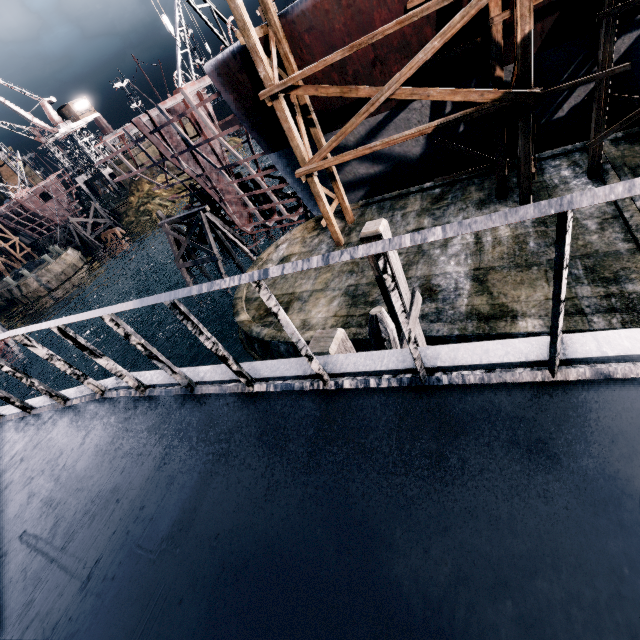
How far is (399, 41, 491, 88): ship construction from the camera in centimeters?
1245cm

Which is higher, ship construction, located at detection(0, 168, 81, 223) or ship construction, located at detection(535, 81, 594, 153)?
ship construction, located at detection(0, 168, 81, 223)

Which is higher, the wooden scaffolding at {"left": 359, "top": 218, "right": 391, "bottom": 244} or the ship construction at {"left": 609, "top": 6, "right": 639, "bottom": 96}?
the wooden scaffolding at {"left": 359, "top": 218, "right": 391, "bottom": 244}

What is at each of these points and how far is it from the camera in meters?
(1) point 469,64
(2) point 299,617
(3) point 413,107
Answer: (1) ship construction, 12.8 m
(2) ship, 1.4 m
(3) ship construction, 14.8 m

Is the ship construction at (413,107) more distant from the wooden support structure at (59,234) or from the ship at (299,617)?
the wooden support structure at (59,234)

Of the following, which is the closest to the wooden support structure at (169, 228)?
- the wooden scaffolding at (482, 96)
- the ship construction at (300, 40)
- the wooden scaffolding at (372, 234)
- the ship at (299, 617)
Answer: the ship construction at (300, 40)

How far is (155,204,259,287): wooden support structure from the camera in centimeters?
2614cm
